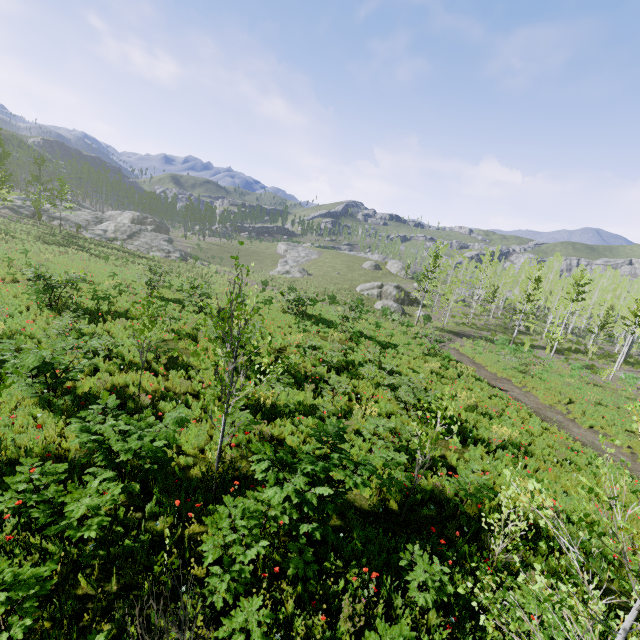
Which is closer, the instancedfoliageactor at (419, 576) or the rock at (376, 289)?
the instancedfoliageactor at (419, 576)

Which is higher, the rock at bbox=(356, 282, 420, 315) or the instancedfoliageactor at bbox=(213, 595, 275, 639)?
the instancedfoliageactor at bbox=(213, 595, 275, 639)

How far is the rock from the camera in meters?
45.1 m

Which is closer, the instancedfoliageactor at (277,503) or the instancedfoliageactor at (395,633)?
the instancedfoliageactor at (395,633)

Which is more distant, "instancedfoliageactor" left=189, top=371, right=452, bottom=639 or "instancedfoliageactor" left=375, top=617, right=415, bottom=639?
"instancedfoliageactor" left=189, top=371, right=452, bottom=639

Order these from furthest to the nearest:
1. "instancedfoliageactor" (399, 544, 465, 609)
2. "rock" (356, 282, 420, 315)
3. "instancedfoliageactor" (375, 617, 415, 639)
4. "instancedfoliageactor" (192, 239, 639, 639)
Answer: "rock" (356, 282, 420, 315) → "instancedfoliageactor" (399, 544, 465, 609) → "instancedfoliageactor" (375, 617, 415, 639) → "instancedfoliageactor" (192, 239, 639, 639)

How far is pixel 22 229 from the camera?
36.2m
